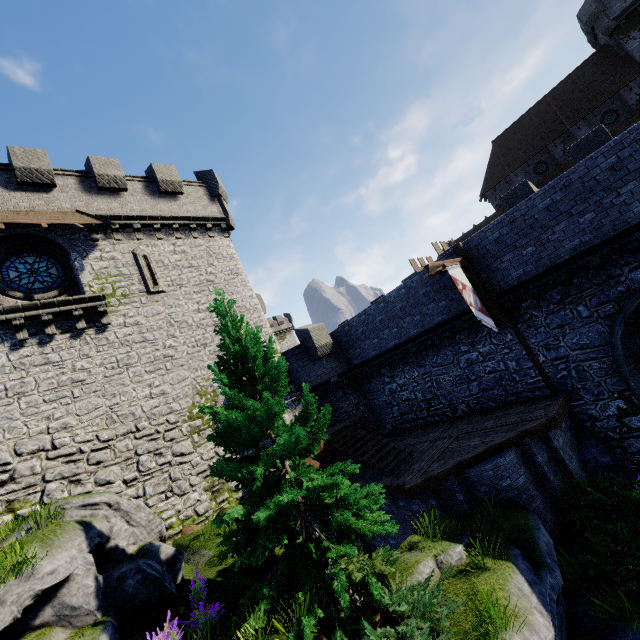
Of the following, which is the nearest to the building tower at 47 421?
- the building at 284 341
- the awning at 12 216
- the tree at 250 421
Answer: the awning at 12 216

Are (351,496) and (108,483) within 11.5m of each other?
yes

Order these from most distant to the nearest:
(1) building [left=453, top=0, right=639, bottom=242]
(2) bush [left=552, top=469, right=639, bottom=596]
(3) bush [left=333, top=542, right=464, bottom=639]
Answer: (1) building [left=453, top=0, right=639, bottom=242] < (2) bush [left=552, top=469, right=639, bottom=596] < (3) bush [left=333, top=542, right=464, bottom=639]

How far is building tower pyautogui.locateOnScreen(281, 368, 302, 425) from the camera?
17.0m

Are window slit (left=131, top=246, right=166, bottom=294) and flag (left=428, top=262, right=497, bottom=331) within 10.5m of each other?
no

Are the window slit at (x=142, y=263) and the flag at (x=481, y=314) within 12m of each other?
no

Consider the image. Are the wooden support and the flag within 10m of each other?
yes

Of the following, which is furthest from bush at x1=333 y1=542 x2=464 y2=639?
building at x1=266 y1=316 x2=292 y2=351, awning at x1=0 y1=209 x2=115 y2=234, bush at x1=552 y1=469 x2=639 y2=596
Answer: building at x1=266 y1=316 x2=292 y2=351
